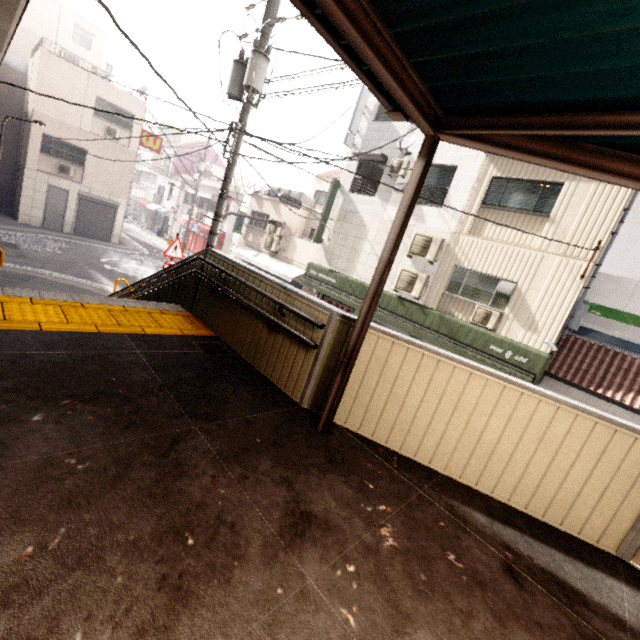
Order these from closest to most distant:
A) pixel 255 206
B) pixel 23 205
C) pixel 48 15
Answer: pixel 23 205, pixel 255 206, pixel 48 15

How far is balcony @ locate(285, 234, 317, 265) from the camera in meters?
16.7 m

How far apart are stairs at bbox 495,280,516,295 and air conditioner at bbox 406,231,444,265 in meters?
2.1

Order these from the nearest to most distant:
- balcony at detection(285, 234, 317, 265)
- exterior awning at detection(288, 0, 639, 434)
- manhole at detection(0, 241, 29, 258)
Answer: exterior awning at detection(288, 0, 639, 434)
manhole at detection(0, 241, 29, 258)
balcony at detection(285, 234, 317, 265)

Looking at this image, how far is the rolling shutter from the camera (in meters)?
19.58

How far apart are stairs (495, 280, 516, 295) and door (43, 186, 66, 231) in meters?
23.2

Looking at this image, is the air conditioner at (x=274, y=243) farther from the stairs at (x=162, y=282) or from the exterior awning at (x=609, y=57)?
the exterior awning at (x=609, y=57)

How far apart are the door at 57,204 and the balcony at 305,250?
13.60m
